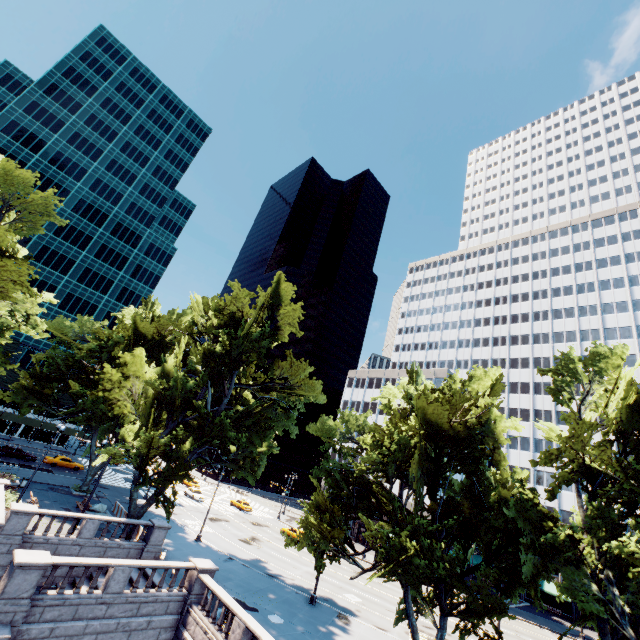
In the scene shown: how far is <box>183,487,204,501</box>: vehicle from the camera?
52.0 meters

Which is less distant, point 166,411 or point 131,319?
point 166,411

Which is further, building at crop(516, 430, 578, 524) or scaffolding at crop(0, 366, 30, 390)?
scaffolding at crop(0, 366, 30, 390)

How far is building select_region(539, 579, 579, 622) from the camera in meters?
46.8

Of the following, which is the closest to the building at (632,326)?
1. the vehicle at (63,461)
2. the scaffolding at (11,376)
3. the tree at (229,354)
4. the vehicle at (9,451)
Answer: the tree at (229,354)

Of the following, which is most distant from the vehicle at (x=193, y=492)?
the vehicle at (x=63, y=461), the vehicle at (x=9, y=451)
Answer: the vehicle at (x=9, y=451)

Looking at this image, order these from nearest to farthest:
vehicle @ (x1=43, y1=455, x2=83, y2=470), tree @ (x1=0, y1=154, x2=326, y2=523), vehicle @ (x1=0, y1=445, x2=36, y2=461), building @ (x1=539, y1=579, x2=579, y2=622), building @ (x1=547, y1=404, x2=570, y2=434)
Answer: tree @ (x1=0, y1=154, x2=326, y2=523), vehicle @ (x1=0, y1=445, x2=36, y2=461), vehicle @ (x1=43, y1=455, x2=83, y2=470), building @ (x1=539, y1=579, x2=579, y2=622), building @ (x1=547, y1=404, x2=570, y2=434)

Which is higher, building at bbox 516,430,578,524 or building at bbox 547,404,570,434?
building at bbox 547,404,570,434
